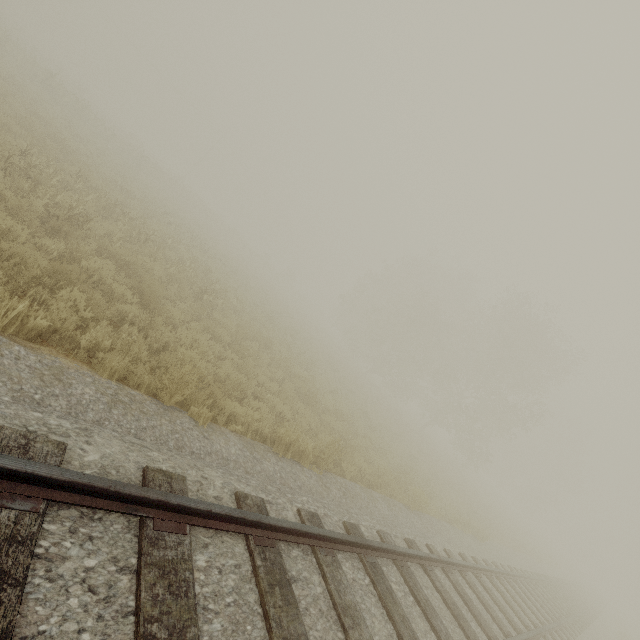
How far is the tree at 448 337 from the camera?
28.5m

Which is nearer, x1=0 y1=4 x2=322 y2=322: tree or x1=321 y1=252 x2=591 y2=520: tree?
x1=0 y1=4 x2=322 y2=322: tree

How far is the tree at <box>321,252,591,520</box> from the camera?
28.5m

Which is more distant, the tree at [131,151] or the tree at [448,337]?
the tree at [448,337]

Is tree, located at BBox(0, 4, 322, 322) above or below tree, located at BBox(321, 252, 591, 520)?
below

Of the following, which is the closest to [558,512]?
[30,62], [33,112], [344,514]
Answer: [344,514]
